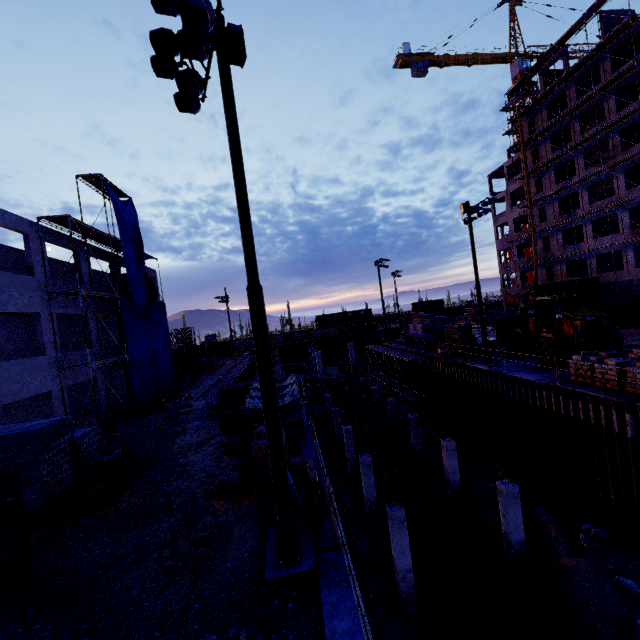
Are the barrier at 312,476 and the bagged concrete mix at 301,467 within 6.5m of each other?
yes

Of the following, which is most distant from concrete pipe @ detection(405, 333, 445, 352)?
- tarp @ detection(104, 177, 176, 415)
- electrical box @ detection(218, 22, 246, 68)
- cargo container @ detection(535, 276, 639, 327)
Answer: electrical box @ detection(218, 22, 246, 68)

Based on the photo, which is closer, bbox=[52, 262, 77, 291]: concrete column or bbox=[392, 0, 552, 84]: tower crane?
bbox=[52, 262, 77, 291]: concrete column

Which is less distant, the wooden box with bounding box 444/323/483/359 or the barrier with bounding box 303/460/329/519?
the barrier with bounding box 303/460/329/519

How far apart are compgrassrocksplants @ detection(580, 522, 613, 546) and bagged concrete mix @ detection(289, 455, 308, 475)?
12.24m

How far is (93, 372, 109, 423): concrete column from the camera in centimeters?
2022cm

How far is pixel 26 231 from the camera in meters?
16.0

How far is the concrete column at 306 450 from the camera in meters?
7.0 m
